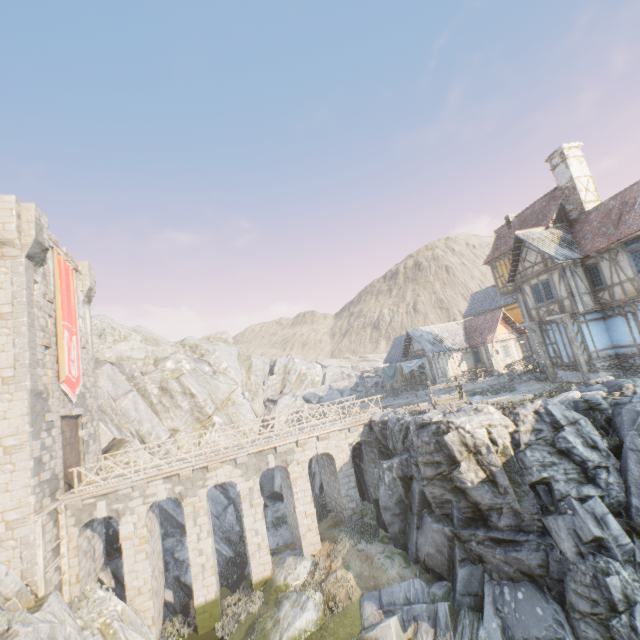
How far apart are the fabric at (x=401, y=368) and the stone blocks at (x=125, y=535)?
22.8m

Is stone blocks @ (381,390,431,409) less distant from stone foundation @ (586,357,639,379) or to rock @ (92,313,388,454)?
rock @ (92,313,388,454)

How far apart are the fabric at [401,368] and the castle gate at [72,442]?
25.32m

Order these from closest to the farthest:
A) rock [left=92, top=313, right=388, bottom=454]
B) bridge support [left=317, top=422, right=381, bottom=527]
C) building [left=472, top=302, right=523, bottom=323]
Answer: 1. bridge support [left=317, top=422, right=381, bottom=527]
2. rock [left=92, top=313, right=388, bottom=454]
3. building [left=472, top=302, right=523, bottom=323]

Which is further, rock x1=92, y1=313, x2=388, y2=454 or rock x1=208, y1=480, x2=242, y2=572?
rock x1=92, y1=313, x2=388, y2=454

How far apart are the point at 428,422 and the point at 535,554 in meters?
5.9

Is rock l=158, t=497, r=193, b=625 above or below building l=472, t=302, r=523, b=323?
below
